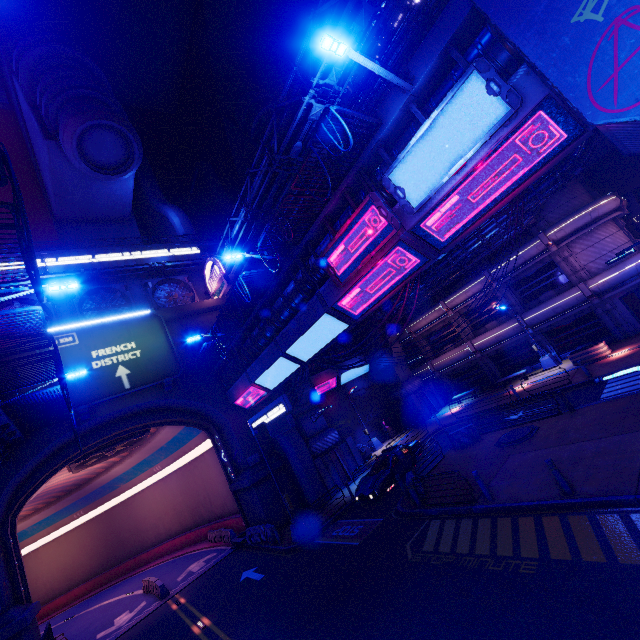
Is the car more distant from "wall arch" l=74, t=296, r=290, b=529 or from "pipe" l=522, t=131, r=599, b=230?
"pipe" l=522, t=131, r=599, b=230

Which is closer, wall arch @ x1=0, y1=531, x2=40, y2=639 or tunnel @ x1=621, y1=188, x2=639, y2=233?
wall arch @ x1=0, y1=531, x2=40, y2=639

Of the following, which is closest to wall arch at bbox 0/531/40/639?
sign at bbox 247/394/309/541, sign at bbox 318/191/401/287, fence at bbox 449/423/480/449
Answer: sign at bbox 247/394/309/541

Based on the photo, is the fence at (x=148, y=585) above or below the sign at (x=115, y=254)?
below

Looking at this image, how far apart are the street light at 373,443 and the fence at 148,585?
18.93m

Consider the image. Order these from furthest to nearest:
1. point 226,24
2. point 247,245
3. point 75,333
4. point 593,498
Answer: point 226,24, point 247,245, point 75,333, point 593,498

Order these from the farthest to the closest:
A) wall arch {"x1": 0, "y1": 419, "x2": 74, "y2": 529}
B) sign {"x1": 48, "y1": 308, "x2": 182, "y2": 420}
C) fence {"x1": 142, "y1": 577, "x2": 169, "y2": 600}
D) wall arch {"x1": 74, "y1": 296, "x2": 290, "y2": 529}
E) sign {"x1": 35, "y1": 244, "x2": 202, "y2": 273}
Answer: sign {"x1": 35, "y1": 244, "x2": 202, "y2": 273} → wall arch {"x1": 74, "y1": 296, "x2": 290, "y2": 529} → fence {"x1": 142, "y1": 577, "x2": 169, "y2": 600} → sign {"x1": 48, "y1": 308, "x2": 182, "y2": 420} → wall arch {"x1": 0, "y1": 419, "x2": 74, "y2": 529}

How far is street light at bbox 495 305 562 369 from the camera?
25.0 meters
